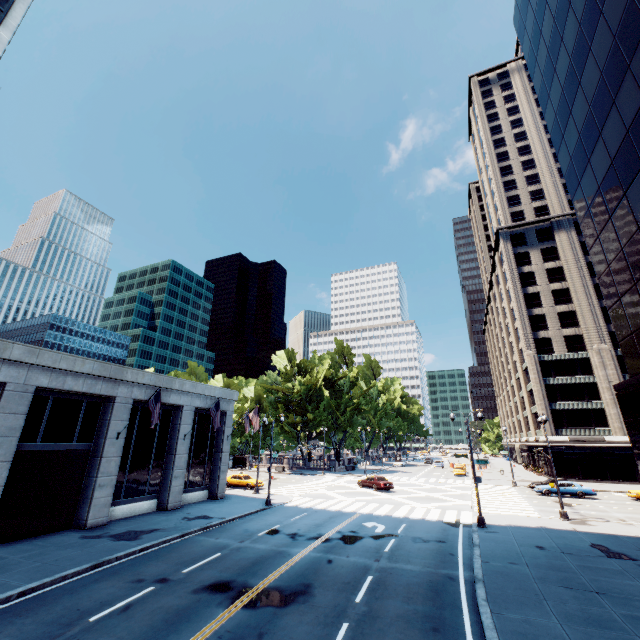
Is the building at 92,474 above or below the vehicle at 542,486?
above

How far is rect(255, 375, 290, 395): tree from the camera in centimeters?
5762cm

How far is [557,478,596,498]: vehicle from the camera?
32.9 meters

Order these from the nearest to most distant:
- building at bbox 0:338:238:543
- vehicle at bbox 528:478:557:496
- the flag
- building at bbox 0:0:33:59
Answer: building at bbox 0:338:238:543, building at bbox 0:0:33:59, the flag, vehicle at bbox 528:478:557:496

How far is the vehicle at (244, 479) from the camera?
36.06m

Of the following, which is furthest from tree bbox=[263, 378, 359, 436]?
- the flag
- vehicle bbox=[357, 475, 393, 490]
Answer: the flag

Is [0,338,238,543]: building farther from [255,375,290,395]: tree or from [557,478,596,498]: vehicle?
[557,478,596,498]: vehicle

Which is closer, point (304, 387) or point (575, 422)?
point (575, 422)
